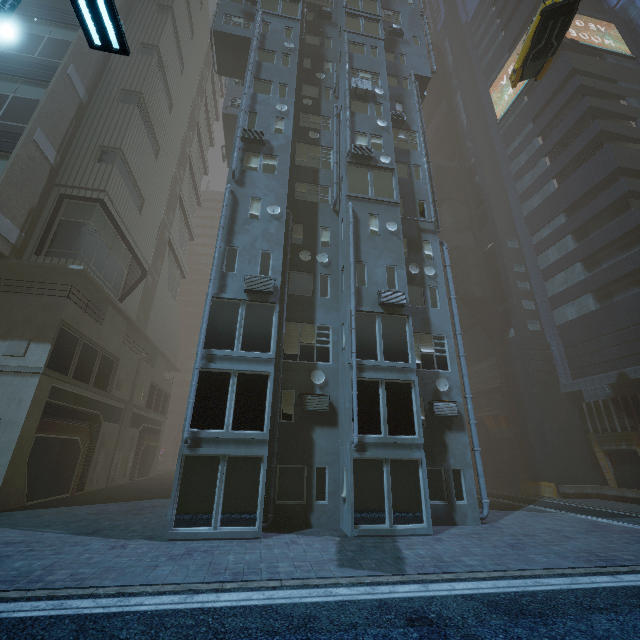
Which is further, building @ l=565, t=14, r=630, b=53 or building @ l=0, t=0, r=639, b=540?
building @ l=565, t=14, r=630, b=53

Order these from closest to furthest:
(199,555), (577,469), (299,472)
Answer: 1. (199,555)
2. (299,472)
3. (577,469)

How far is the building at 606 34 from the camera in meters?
31.7

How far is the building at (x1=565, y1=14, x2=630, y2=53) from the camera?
31.67m

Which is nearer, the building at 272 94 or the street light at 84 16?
the street light at 84 16

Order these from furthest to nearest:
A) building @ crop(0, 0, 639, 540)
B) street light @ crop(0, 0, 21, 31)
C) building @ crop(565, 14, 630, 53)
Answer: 1. building @ crop(565, 14, 630, 53)
2. building @ crop(0, 0, 639, 540)
3. street light @ crop(0, 0, 21, 31)

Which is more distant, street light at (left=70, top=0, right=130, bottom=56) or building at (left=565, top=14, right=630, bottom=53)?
building at (left=565, top=14, right=630, bottom=53)

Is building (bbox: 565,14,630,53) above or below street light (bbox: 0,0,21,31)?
above
